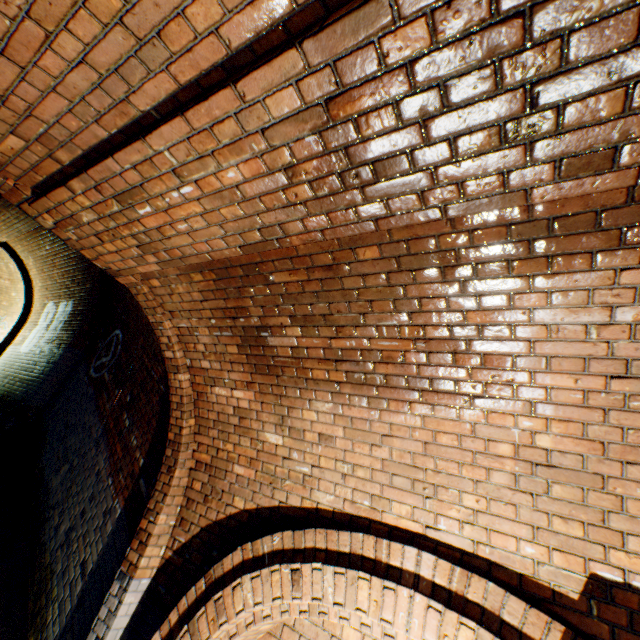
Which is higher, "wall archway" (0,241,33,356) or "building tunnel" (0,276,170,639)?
"wall archway" (0,241,33,356)

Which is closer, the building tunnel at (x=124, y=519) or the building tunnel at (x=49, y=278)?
the building tunnel at (x=124, y=519)

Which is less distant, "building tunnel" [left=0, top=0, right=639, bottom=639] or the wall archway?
"building tunnel" [left=0, top=0, right=639, bottom=639]

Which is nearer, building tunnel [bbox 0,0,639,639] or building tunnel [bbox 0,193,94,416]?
building tunnel [bbox 0,0,639,639]

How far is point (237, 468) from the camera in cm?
314

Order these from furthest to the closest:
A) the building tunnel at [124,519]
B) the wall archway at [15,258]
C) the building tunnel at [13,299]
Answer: the building tunnel at [13,299]
the wall archway at [15,258]
the building tunnel at [124,519]
